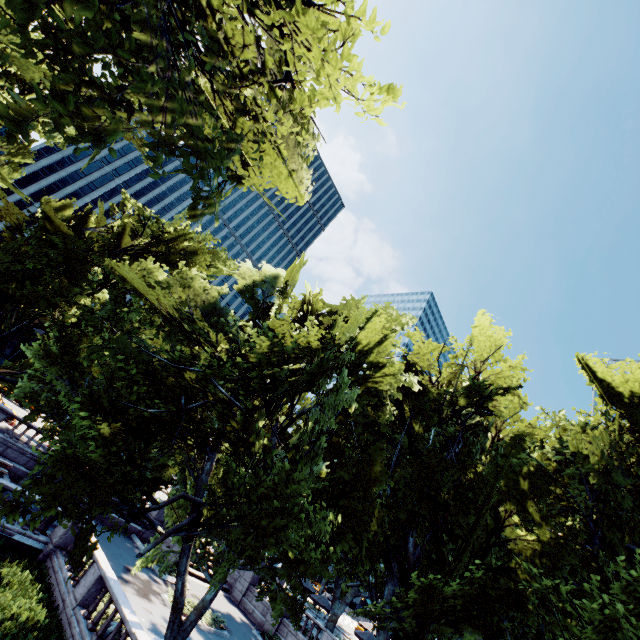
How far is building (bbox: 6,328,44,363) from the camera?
46.1m

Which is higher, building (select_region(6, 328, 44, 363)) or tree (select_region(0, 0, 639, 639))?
tree (select_region(0, 0, 639, 639))

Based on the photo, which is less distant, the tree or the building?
the tree

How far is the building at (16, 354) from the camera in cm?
4606

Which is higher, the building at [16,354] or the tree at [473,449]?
the tree at [473,449]

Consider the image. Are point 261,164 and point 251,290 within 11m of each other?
yes
